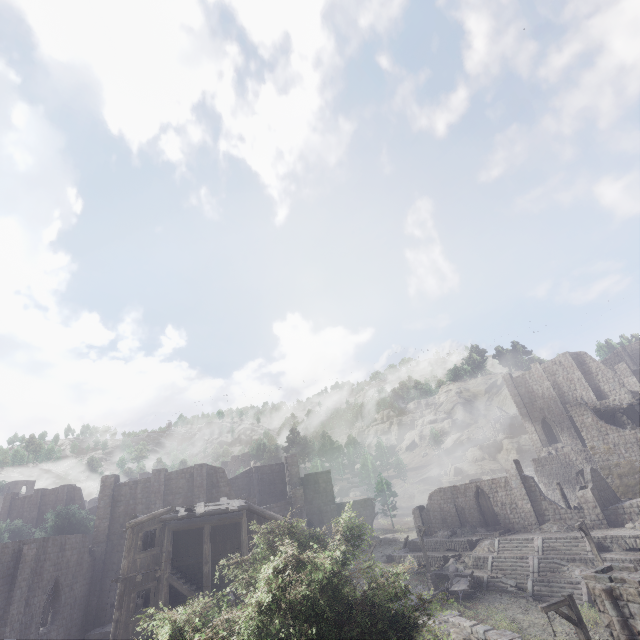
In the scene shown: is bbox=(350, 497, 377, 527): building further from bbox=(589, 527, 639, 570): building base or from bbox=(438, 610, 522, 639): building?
bbox=(438, 610, 522, 639): building

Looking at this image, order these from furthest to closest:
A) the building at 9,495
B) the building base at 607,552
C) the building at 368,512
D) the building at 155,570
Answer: the building at 9,495
the building at 368,512
the building base at 607,552
the building at 155,570

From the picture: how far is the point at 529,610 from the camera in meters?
22.1

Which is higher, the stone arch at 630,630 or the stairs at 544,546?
the stone arch at 630,630

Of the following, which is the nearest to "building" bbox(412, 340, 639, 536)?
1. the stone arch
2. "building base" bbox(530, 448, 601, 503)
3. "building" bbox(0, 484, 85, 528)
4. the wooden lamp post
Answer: the stone arch

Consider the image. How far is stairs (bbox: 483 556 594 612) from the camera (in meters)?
21.86

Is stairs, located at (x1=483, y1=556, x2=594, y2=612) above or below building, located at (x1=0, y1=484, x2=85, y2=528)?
below

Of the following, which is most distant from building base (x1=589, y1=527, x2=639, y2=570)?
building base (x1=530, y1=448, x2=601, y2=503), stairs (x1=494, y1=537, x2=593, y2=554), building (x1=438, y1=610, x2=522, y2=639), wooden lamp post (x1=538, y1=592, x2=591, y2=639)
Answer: building base (x1=530, y1=448, x2=601, y2=503)
